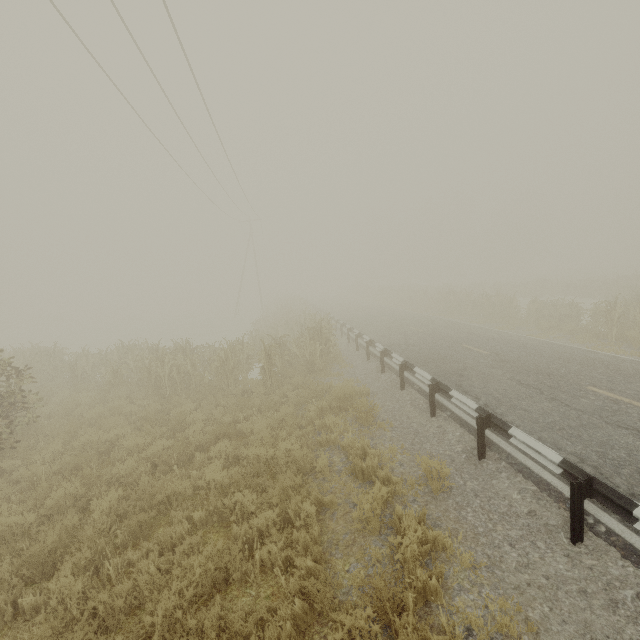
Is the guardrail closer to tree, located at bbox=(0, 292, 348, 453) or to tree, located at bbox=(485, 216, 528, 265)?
tree, located at bbox=(0, 292, 348, 453)

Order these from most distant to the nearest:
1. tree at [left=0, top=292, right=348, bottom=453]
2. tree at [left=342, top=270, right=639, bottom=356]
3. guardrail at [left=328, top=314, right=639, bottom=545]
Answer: tree at [left=342, top=270, right=639, bottom=356]
tree at [left=0, top=292, right=348, bottom=453]
guardrail at [left=328, top=314, right=639, bottom=545]

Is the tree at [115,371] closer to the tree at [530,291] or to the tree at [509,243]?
the tree at [530,291]

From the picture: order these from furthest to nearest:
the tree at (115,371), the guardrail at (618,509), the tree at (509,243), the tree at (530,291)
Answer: the tree at (509,243) → the tree at (530,291) → the tree at (115,371) → the guardrail at (618,509)

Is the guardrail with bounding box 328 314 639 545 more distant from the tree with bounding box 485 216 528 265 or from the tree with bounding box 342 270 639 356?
the tree with bounding box 485 216 528 265

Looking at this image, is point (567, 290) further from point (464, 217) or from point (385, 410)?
point (464, 217)

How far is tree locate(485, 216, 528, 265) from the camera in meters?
57.5
